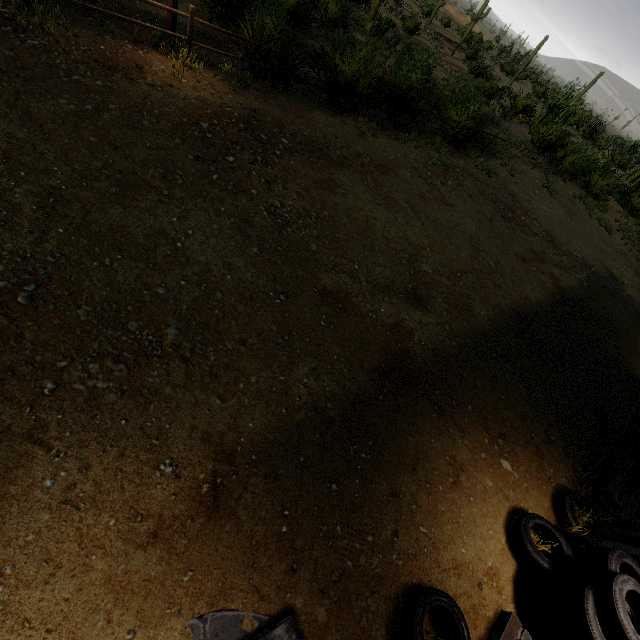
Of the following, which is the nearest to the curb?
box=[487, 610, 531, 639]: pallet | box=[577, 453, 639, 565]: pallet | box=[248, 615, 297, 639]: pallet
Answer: box=[248, 615, 297, 639]: pallet

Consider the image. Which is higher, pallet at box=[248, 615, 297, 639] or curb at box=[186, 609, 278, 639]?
pallet at box=[248, 615, 297, 639]

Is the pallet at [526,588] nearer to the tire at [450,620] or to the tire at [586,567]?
the tire at [586,567]

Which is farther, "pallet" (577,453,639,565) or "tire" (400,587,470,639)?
"pallet" (577,453,639,565)

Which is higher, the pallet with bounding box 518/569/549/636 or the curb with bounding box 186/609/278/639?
the pallet with bounding box 518/569/549/636

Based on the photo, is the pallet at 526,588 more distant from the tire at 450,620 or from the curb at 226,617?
the curb at 226,617

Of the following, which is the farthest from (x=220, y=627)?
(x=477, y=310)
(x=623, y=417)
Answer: (x=623, y=417)

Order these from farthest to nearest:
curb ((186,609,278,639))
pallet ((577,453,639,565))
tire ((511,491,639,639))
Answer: pallet ((577,453,639,565))
tire ((511,491,639,639))
curb ((186,609,278,639))
